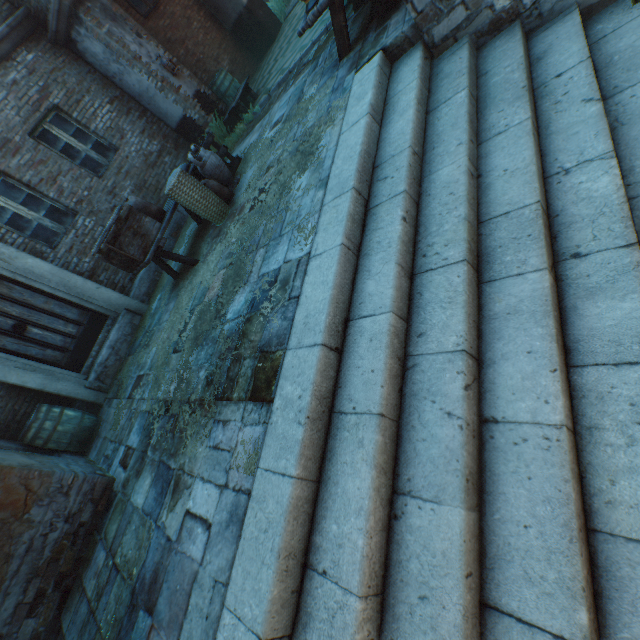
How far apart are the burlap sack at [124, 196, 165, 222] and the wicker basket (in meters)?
0.39

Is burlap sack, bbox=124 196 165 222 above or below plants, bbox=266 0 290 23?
above

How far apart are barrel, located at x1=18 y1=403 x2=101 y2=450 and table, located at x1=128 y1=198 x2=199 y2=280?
2.5m

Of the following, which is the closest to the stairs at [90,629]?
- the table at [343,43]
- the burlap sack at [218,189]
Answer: the burlap sack at [218,189]

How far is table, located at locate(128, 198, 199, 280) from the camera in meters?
5.1 m

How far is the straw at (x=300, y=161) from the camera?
3.85m

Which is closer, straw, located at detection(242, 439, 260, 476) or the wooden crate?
straw, located at detection(242, 439, 260, 476)

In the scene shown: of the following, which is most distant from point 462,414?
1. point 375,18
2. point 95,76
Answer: point 95,76
